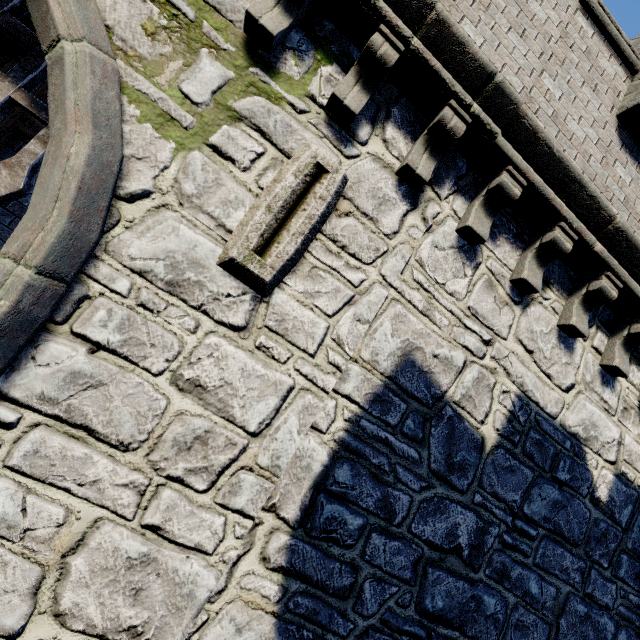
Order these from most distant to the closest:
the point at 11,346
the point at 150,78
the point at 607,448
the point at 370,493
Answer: the point at 607,448 < the point at 370,493 < the point at 150,78 < the point at 11,346

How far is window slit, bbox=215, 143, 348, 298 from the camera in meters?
2.8

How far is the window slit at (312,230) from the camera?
2.8 meters
